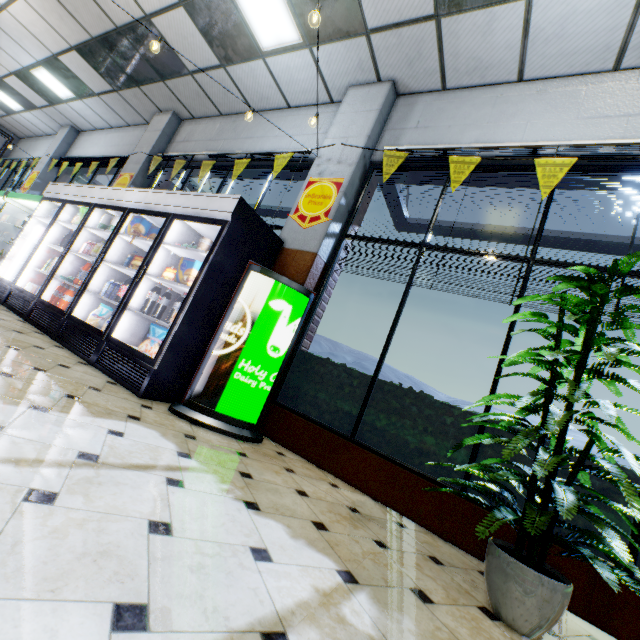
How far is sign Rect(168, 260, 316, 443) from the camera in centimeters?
309cm

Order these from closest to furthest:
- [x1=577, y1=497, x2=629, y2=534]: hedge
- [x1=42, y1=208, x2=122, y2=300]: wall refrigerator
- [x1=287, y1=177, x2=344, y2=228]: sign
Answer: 1. [x1=577, y1=497, x2=629, y2=534]: hedge
2. [x1=287, y1=177, x2=344, y2=228]: sign
3. [x1=42, y1=208, x2=122, y2=300]: wall refrigerator

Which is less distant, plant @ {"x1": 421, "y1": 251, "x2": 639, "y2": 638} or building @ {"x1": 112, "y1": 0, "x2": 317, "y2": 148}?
plant @ {"x1": 421, "y1": 251, "x2": 639, "y2": 638}

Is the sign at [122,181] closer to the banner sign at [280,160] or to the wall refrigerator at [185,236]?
the wall refrigerator at [185,236]

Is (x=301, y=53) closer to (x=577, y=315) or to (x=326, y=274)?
(x=326, y=274)

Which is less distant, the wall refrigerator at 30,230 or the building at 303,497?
the building at 303,497

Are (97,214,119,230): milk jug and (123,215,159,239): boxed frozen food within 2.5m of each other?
yes

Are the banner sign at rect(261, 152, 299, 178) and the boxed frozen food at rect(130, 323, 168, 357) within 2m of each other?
no
